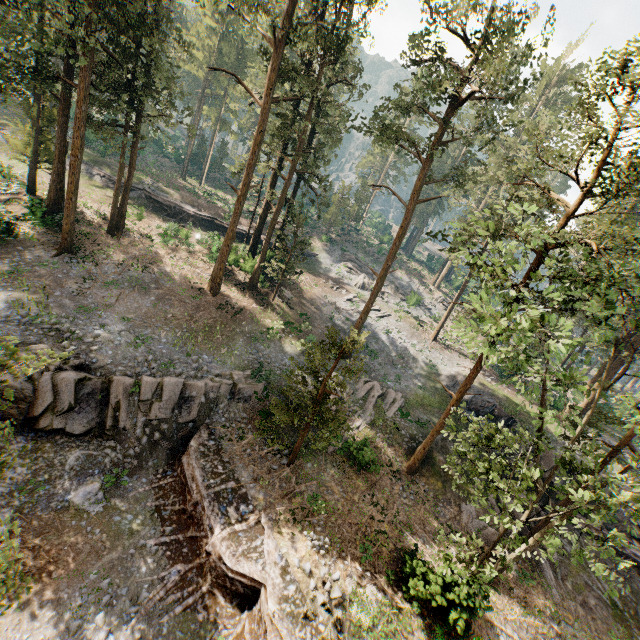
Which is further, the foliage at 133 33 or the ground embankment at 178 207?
the ground embankment at 178 207

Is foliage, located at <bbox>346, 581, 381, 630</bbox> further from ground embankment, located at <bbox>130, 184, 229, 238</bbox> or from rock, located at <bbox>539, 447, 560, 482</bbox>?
ground embankment, located at <bbox>130, 184, 229, 238</bbox>

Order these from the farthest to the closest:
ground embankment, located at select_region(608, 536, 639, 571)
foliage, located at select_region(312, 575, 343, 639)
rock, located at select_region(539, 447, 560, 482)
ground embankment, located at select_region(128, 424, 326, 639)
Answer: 1. rock, located at select_region(539, 447, 560, 482)
2. ground embankment, located at select_region(608, 536, 639, 571)
3. ground embankment, located at select_region(128, 424, 326, 639)
4. foliage, located at select_region(312, 575, 343, 639)

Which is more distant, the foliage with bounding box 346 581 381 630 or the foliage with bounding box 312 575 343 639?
the foliage with bounding box 346 581 381 630

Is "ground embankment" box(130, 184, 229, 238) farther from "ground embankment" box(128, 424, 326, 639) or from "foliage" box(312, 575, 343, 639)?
"ground embankment" box(128, 424, 326, 639)

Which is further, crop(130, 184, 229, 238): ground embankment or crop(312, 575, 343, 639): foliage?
crop(130, 184, 229, 238): ground embankment

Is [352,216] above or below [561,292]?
below

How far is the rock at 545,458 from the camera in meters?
23.8
